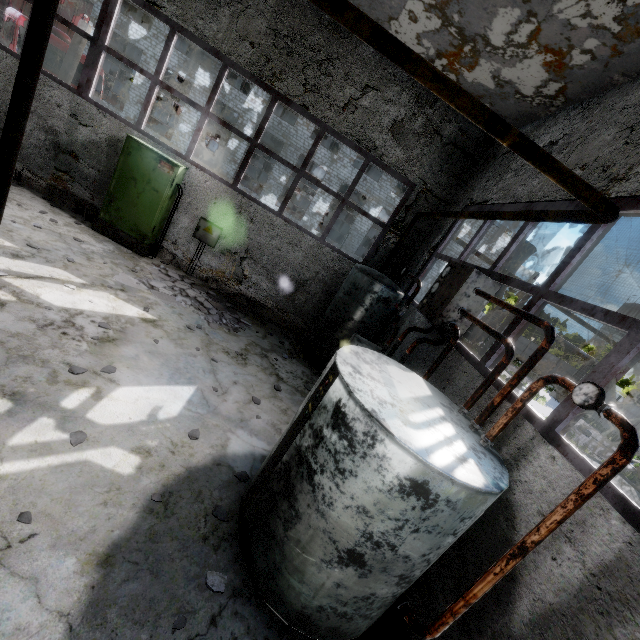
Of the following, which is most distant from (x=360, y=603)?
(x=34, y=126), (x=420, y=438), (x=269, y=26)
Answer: (x=34, y=126)

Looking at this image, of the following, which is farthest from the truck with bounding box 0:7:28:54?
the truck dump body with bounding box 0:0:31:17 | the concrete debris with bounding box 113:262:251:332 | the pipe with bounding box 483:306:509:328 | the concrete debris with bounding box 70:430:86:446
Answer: the pipe with bounding box 483:306:509:328

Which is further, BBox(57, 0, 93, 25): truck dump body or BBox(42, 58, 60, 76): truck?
BBox(57, 0, 93, 25): truck dump body

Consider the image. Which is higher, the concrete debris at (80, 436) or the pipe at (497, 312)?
the pipe at (497, 312)

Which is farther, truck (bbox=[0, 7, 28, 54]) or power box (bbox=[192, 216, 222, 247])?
truck (bbox=[0, 7, 28, 54])

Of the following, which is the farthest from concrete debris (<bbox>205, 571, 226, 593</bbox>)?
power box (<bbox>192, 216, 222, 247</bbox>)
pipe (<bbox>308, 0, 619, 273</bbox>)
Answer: pipe (<bbox>308, 0, 619, 273</bbox>)

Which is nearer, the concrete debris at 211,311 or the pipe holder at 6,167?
the pipe holder at 6,167

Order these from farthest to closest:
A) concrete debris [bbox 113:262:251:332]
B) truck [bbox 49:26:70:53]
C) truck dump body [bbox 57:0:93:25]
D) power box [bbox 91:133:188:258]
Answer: truck dump body [bbox 57:0:93:25] → truck [bbox 49:26:70:53] → power box [bbox 91:133:188:258] → concrete debris [bbox 113:262:251:332]
